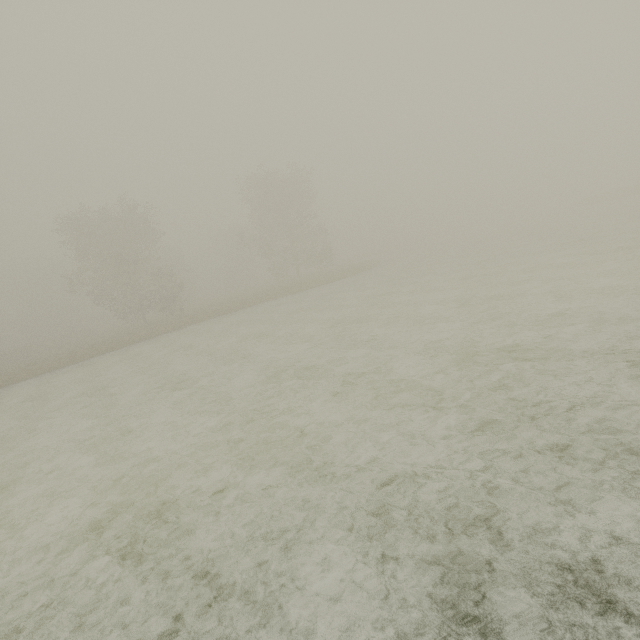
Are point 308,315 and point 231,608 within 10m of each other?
no
